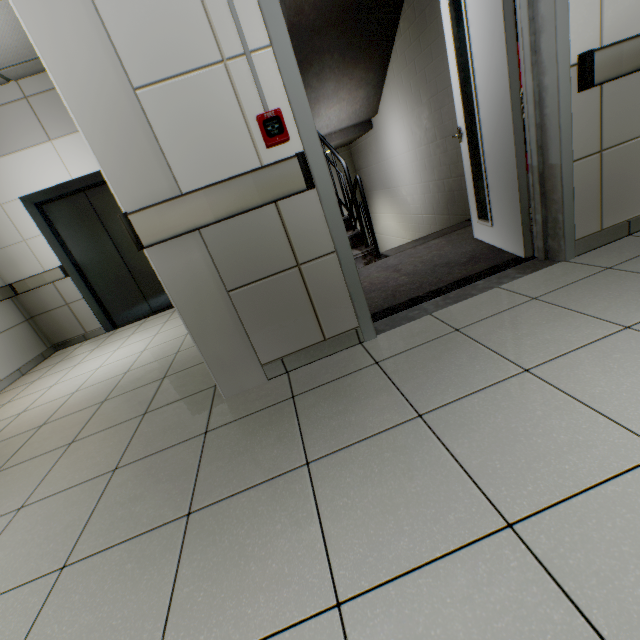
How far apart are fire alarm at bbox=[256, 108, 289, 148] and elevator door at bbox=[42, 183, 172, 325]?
4.0 meters

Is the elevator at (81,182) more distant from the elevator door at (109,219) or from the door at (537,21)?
the door at (537,21)

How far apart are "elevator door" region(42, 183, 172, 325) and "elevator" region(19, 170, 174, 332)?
0.0 meters

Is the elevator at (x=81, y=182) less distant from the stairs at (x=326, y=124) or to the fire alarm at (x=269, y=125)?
the stairs at (x=326, y=124)

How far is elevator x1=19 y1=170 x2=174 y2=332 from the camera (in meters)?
4.35

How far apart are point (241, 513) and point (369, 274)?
2.59m

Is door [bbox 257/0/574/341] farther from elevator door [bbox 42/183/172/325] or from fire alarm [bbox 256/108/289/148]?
elevator door [bbox 42/183/172/325]

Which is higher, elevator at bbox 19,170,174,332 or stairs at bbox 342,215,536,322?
elevator at bbox 19,170,174,332
